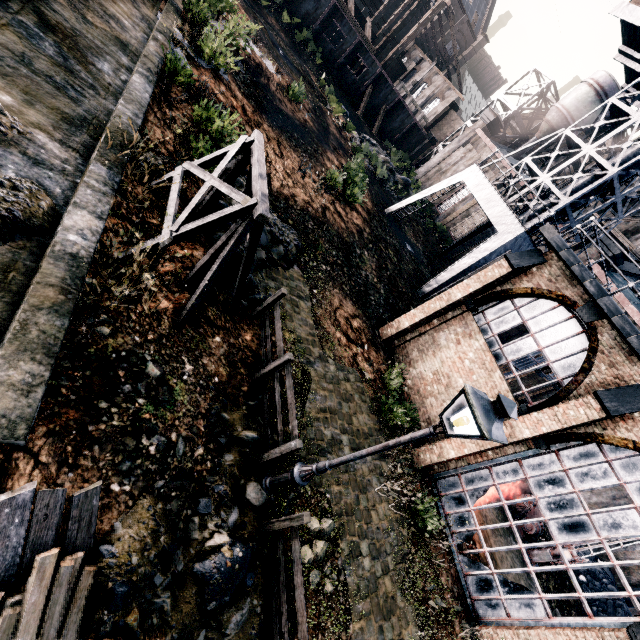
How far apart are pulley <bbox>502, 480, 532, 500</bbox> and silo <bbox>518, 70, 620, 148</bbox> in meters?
43.3

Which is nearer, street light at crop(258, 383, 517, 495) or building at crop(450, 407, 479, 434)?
street light at crop(258, 383, 517, 495)

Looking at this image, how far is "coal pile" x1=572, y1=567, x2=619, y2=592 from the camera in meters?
18.5 m

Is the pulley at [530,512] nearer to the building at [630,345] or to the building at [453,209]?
the building at [630,345]

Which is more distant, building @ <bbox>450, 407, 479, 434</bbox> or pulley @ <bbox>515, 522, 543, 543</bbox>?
pulley @ <bbox>515, 522, 543, 543</bbox>

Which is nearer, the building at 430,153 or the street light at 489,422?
the street light at 489,422

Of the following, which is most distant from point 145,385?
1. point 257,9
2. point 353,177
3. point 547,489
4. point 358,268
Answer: point 257,9

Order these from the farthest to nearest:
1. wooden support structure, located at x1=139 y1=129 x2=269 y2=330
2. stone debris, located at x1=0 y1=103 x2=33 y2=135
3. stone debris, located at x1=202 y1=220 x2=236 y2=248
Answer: stone debris, located at x1=202 y1=220 x2=236 y2=248, wooden support structure, located at x1=139 y1=129 x2=269 y2=330, stone debris, located at x1=0 y1=103 x2=33 y2=135
